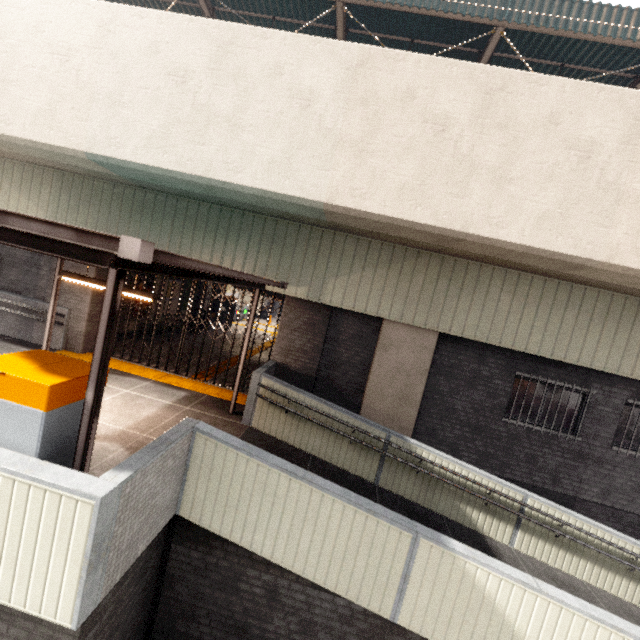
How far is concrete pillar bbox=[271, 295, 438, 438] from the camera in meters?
7.9

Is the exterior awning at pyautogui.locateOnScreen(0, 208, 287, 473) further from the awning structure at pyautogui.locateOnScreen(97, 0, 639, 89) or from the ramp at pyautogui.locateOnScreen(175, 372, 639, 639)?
the awning structure at pyautogui.locateOnScreen(97, 0, 639, 89)

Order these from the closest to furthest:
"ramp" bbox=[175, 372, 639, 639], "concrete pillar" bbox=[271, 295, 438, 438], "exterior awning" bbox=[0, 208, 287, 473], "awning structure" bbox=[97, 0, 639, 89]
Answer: "exterior awning" bbox=[0, 208, 287, 473], "ramp" bbox=[175, 372, 639, 639], "concrete pillar" bbox=[271, 295, 438, 438], "awning structure" bbox=[97, 0, 639, 89]

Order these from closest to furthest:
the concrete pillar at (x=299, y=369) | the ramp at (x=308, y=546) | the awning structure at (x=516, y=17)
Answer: the ramp at (x=308, y=546) → the concrete pillar at (x=299, y=369) → the awning structure at (x=516, y=17)

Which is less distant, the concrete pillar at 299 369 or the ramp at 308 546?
the ramp at 308 546

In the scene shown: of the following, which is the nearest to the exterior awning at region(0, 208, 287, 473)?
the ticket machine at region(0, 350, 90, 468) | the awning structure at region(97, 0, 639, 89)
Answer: the ticket machine at region(0, 350, 90, 468)

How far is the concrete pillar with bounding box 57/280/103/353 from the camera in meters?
8.9

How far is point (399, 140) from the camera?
5.82m
